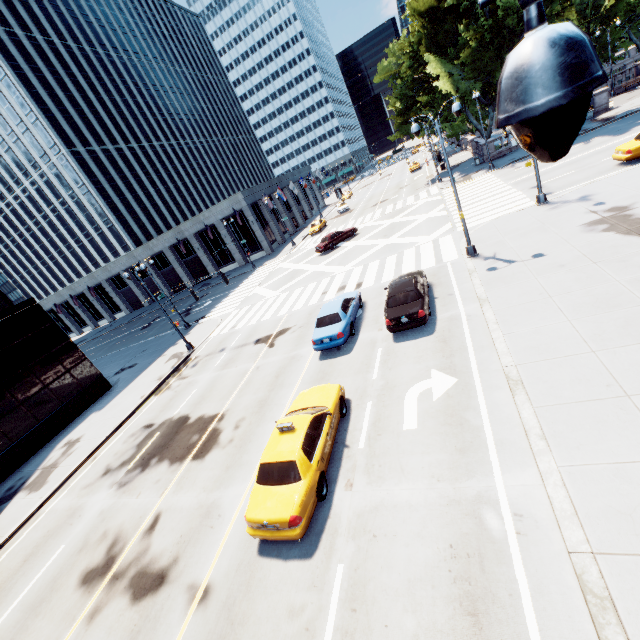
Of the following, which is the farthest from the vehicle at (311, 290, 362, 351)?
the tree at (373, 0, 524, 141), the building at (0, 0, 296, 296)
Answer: the building at (0, 0, 296, 296)

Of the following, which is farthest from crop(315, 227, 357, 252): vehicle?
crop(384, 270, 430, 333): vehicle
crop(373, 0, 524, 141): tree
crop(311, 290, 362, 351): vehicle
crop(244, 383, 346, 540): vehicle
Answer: crop(244, 383, 346, 540): vehicle

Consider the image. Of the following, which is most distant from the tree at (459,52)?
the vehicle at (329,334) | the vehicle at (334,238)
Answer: the vehicle at (329,334)

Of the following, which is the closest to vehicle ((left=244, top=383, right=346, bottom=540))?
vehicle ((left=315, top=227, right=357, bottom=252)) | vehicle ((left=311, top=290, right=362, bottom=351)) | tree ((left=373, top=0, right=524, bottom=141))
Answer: vehicle ((left=311, top=290, right=362, bottom=351))

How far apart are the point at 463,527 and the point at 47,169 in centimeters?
7196cm

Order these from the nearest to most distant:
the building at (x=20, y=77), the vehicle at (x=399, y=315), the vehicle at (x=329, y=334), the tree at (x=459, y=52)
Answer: the vehicle at (x=399, y=315), the vehicle at (x=329, y=334), the tree at (x=459, y=52), the building at (x=20, y=77)

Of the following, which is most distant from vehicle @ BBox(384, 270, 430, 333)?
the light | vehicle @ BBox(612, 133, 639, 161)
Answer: vehicle @ BBox(612, 133, 639, 161)

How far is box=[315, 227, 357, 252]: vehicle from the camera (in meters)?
33.59
